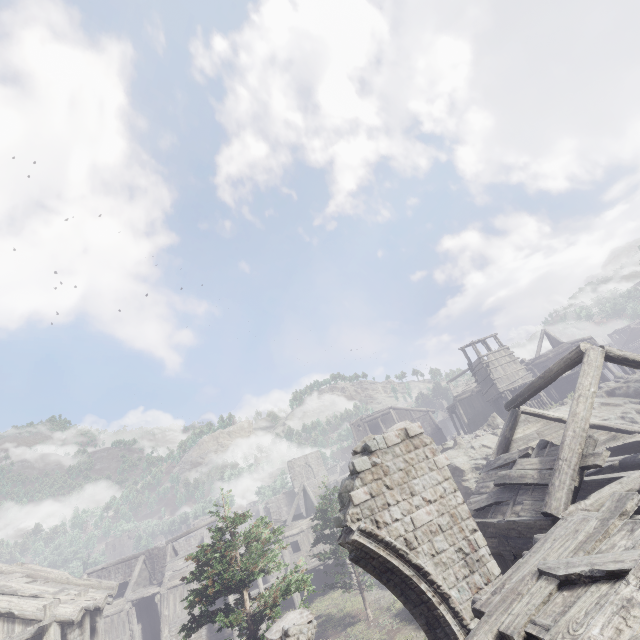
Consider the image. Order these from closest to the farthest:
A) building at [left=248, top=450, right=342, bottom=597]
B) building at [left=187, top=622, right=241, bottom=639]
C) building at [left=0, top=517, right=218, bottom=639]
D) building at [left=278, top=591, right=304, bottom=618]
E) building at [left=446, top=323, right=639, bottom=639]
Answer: building at [left=446, top=323, right=639, bottom=639] → building at [left=0, top=517, right=218, bottom=639] → building at [left=187, top=622, right=241, bottom=639] → building at [left=278, top=591, right=304, bottom=618] → building at [left=248, top=450, right=342, bottom=597]

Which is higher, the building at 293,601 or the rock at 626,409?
the rock at 626,409

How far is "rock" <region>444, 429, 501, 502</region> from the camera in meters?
21.1 m

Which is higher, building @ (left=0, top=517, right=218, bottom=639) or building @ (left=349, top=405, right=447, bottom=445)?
building @ (left=349, top=405, right=447, bottom=445)

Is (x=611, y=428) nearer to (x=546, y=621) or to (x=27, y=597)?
(x=546, y=621)

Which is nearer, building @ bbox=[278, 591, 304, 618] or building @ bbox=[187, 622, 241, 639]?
building @ bbox=[187, 622, 241, 639]

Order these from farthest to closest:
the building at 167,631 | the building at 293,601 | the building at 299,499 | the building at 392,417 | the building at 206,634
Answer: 1. the building at 392,417
2. the building at 299,499
3. the building at 293,601
4. the building at 206,634
5. the building at 167,631
